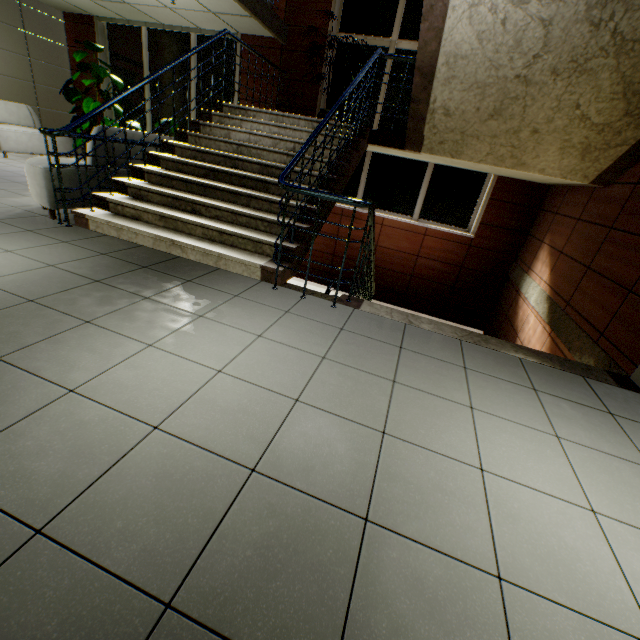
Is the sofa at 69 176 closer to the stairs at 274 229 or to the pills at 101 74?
the stairs at 274 229

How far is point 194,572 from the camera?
1.01m

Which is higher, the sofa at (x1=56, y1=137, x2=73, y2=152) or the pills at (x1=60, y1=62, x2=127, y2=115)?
the pills at (x1=60, y1=62, x2=127, y2=115)

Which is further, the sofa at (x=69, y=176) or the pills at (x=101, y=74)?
the pills at (x=101, y=74)

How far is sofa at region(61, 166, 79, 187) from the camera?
3.78m

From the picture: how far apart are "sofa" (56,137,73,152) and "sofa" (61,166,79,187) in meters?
4.0 m

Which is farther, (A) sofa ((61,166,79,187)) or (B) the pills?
(B) the pills

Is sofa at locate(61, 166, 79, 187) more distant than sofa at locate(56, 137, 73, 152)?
No
